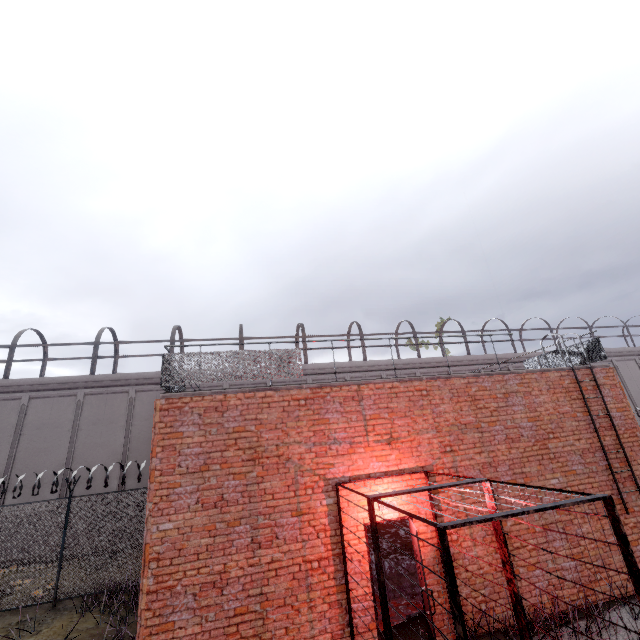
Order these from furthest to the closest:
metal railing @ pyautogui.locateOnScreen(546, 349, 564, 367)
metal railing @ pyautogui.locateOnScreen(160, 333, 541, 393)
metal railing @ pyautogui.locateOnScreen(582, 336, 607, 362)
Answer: metal railing @ pyautogui.locateOnScreen(546, 349, 564, 367)
metal railing @ pyautogui.locateOnScreen(582, 336, 607, 362)
metal railing @ pyautogui.locateOnScreen(160, 333, 541, 393)

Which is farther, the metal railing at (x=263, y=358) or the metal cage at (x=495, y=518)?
the metal railing at (x=263, y=358)

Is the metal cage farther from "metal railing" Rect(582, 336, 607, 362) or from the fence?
the fence

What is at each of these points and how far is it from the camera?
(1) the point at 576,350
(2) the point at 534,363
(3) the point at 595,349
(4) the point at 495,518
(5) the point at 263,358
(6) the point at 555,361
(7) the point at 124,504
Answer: (1) metal railing, 10.2 meters
(2) metal railing, 11.7 meters
(3) metal railing, 9.7 meters
(4) metal cage, 3.1 meters
(5) metal railing, 7.2 meters
(6) metal railing, 10.9 meters
(7) fence, 10.6 meters

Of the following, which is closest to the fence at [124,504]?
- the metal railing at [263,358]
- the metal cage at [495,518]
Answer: the metal railing at [263,358]

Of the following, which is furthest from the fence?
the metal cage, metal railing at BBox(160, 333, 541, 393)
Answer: the metal cage

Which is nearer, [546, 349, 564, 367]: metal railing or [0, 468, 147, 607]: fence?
[0, 468, 147, 607]: fence
